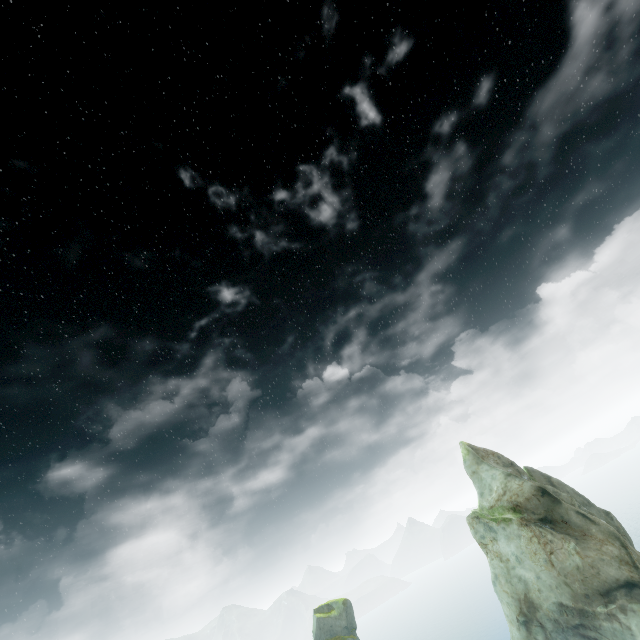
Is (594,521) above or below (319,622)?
below
